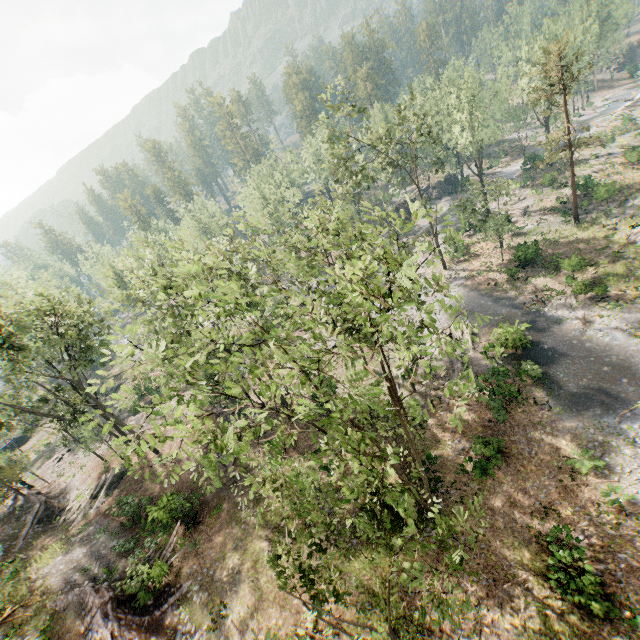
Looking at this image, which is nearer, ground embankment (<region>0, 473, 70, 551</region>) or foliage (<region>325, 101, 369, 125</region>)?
ground embankment (<region>0, 473, 70, 551</region>)

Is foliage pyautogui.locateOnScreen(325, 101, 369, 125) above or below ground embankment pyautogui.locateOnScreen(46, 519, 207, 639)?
above

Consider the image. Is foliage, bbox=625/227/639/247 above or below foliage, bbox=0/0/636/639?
below

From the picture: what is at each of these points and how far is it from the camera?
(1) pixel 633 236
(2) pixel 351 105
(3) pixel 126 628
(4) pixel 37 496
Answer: (1) foliage, 30.11m
(2) foliage, 29.84m
(3) ground embankment, 17.27m
(4) ground embankment, 30.92m

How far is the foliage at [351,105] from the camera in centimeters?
2898cm

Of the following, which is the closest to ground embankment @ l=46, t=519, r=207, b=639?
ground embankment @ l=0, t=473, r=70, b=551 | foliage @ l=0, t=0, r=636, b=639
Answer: foliage @ l=0, t=0, r=636, b=639

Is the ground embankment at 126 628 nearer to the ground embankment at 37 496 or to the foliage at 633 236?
the foliage at 633 236

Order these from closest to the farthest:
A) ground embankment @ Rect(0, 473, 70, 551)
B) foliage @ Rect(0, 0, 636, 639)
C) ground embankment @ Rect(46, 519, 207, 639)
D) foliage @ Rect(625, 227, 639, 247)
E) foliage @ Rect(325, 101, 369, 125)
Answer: foliage @ Rect(0, 0, 636, 639)
ground embankment @ Rect(46, 519, 207, 639)
ground embankment @ Rect(0, 473, 70, 551)
foliage @ Rect(325, 101, 369, 125)
foliage @ Rect(625, 227, 639, 247)
